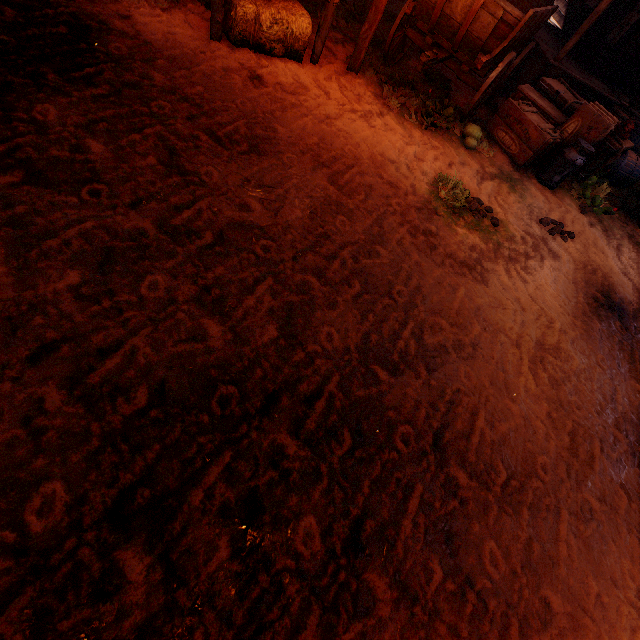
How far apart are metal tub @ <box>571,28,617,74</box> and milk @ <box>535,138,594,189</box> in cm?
374

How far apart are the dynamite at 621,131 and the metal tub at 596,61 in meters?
2.5 m

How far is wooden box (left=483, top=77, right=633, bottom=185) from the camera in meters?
5.5 m

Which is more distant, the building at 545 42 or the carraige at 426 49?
the building at 545 42

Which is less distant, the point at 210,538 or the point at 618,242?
the point at 210,538

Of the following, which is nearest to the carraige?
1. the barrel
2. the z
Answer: the z

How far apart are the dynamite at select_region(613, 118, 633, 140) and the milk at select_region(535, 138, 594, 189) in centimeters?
117cm

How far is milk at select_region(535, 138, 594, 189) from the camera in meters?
5.4 m
